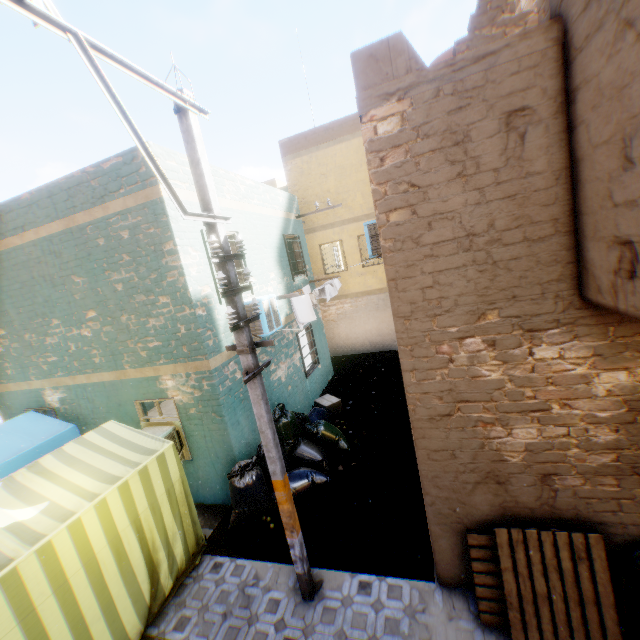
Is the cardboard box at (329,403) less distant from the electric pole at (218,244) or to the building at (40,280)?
the building at (40,280)

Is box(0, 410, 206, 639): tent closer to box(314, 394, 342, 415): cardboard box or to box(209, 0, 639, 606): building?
box(209, 0, 639, 606): building

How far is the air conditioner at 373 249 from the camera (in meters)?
7.15

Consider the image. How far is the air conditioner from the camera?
7.15m

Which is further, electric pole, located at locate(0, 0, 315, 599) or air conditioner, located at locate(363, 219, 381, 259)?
air conditioner, located at locate(363, 219, 381, 259)

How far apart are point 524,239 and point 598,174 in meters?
0.7

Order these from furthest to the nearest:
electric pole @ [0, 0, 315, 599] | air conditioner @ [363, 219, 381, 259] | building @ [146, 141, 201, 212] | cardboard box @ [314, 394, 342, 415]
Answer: cardboard box @ [314, 394, 342, 415]
air conditioner @ [363, 219, 381, 259]
building @ [146, 141, 201, 212]
electric pole @ [0, 0, 315, 599]

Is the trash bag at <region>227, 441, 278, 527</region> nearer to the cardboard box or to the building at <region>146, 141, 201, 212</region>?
the building at <region>146, 141, 201, 212</region>
